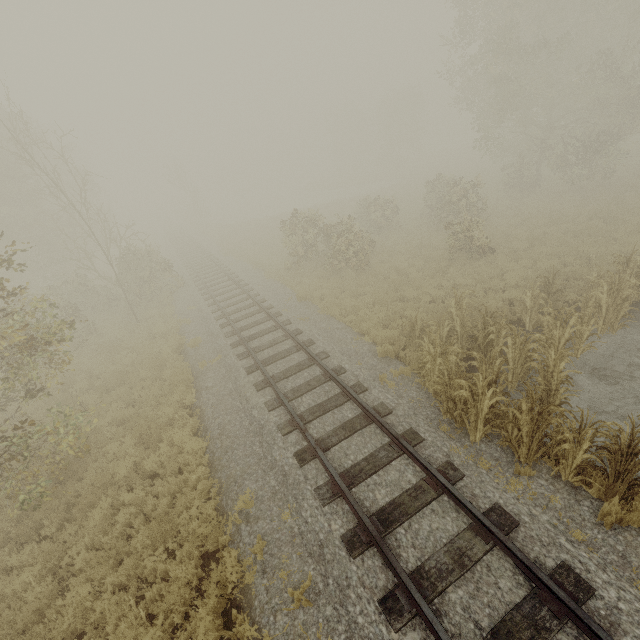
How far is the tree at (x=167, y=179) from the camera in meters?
41.1 m

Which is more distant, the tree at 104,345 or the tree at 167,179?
the tree at 167,179

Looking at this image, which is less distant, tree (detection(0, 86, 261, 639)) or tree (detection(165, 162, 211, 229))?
tree (detection(0, 86, 261, 639))

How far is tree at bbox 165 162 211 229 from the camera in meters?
41.1 m

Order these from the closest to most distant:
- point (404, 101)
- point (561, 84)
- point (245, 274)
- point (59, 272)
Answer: point (245, 274)
point (561, 84)
point (59, 272)
point (404, 101)
